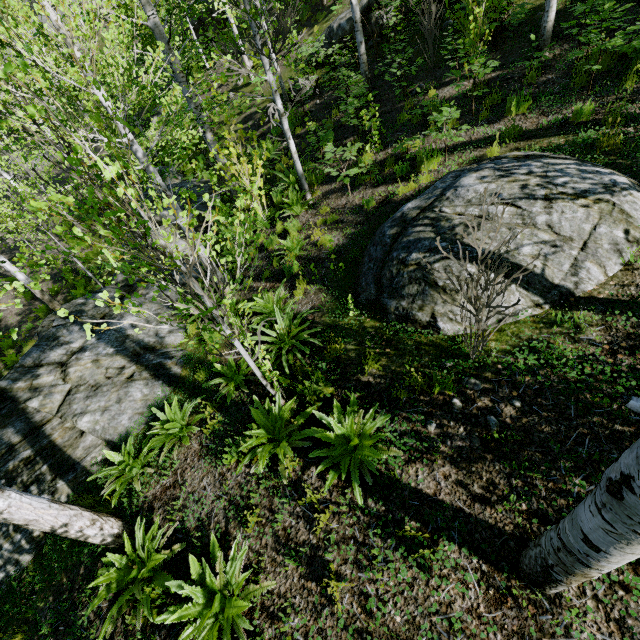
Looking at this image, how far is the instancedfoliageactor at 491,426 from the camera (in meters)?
3.43

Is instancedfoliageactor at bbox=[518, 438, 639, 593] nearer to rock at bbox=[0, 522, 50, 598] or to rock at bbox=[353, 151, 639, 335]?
rock at bbox=[0, 522, 50, 598]

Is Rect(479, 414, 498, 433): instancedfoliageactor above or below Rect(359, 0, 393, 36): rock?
below

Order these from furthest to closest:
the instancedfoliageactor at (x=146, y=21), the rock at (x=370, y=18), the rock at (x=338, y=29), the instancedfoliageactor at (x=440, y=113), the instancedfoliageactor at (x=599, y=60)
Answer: the rock at (x=338, y=29) < the rock at (x=370, y=18) < the instancedfoliageactor at (x=440, y=113) < the instancedfoliageactor at (x=599, y=60) < the instancedfoliageactor at (x=146, y=21)

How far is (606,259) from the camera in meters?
3.9

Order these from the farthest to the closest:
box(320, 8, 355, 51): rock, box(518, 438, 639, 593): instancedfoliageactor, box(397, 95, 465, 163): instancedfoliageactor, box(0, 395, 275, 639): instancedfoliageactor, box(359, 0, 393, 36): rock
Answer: box(320, 8, 355, 51): rock
box(359, 0, 393, 36): rock
box(397, 95, 465, 163): instancedfoliageactor
box(0, 395, 275, 639): instancedfoliageactor
box(518, 438, 639, 593): instancedfoliageactor

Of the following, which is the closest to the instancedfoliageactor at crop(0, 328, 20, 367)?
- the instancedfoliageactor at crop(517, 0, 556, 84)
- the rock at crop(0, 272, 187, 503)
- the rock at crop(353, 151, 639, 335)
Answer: the rock at crop(0, 272, 187, 503)

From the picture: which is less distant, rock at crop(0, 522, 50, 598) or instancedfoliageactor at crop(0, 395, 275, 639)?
instancedfoliageactor at crop(0, 395, 275, 639)
